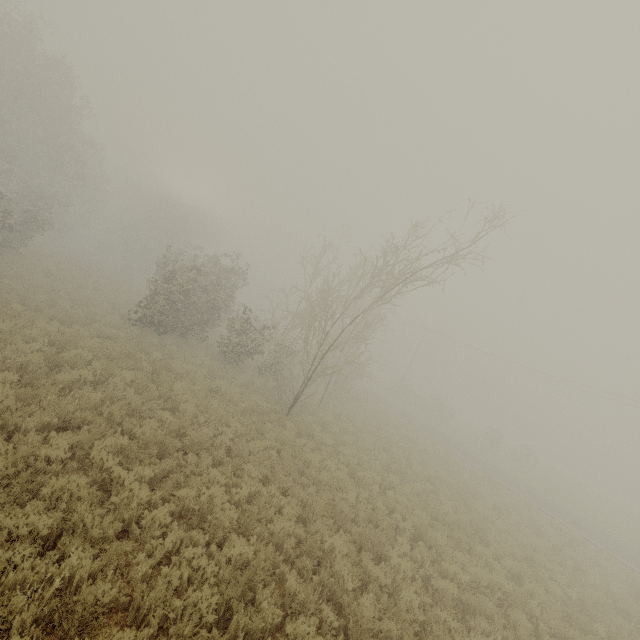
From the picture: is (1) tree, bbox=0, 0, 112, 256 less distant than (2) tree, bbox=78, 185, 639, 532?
No

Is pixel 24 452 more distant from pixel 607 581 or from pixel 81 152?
pixel 81 152

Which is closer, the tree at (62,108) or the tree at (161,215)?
the tree at (161,215)
